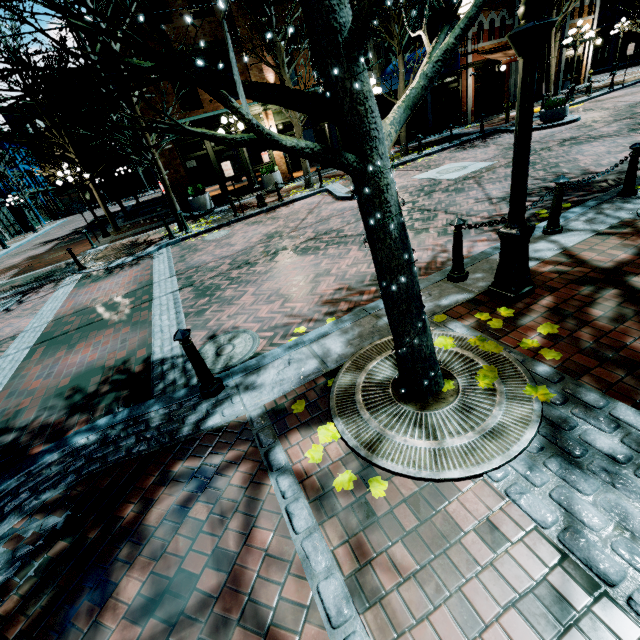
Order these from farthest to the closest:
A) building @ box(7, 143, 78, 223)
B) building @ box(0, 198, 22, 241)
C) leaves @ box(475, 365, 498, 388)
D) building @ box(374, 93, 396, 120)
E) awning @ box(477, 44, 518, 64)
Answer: building @ box(7, 143, 78, 223)
building @ box(0, 198, 22, 241)
awning @ box(477, 44, 518, 64)
building @ box(374, 93, 396, 120)
leaves @ box(475, 365, 498, 388)

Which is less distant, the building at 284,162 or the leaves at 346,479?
the leaves at 346,479

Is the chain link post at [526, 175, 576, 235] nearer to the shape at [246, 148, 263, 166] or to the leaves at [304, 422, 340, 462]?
the leaves at [304, 422, 340, 462]

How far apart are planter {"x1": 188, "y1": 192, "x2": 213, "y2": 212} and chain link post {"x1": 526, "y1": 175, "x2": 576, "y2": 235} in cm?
1402

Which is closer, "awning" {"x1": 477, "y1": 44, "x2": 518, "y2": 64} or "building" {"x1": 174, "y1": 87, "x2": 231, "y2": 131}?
"building" {"x1": 174, "y1": 87, "x2": 231, "y2": 131}

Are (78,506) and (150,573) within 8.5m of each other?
yes

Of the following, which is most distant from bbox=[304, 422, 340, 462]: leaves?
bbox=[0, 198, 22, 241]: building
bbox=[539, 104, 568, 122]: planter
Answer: bbox=[0, 198, 22, 241]: building

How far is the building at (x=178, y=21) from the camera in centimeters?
1303cm
